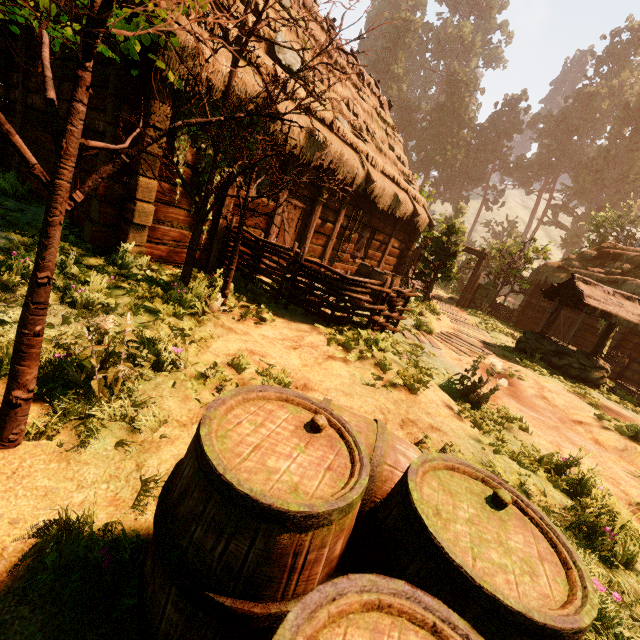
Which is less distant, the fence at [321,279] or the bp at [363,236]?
the fence at [321,279]

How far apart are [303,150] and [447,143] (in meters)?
56.02

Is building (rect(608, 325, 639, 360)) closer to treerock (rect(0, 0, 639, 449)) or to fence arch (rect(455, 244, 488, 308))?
treerock (rect(0, 0, 639, 449))

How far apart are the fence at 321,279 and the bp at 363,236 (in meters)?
4.81

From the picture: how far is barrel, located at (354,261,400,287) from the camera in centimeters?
959cm

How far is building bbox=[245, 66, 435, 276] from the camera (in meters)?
7.40

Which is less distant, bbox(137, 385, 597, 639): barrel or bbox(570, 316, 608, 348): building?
bbox(137, 385, 597, 639): barrel
